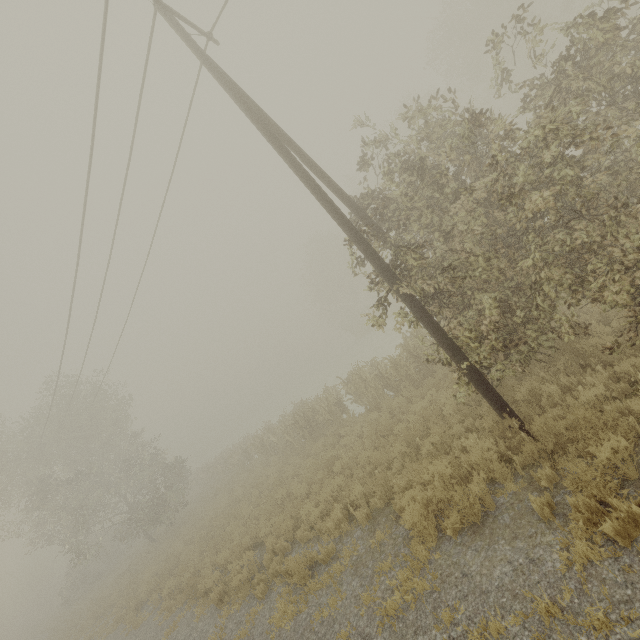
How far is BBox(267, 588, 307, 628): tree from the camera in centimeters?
651cm

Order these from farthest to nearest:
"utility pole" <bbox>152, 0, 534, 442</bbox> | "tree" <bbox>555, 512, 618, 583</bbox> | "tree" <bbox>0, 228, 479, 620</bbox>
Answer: "tree" <bbox>0, 228, 479, 620</bbox> < "utility pole" <bbox>152, 0, 534, 442</bbox> < "tree" <bbox>555, 512, 618, 583</bbox>

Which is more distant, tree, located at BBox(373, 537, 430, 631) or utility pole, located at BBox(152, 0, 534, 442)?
utility pole, located at BBox(152, 0, 534, 442)

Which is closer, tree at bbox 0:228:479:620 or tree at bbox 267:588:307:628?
tree at bbox 267:588:307:628

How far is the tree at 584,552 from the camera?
3.6 meters

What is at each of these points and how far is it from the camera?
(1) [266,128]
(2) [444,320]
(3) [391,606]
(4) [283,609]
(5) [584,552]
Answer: (1) utility pole, 7.0m
(2) tree, 13.3m
(3) tree, 5.0m
(4) tree, 6.8m
(5) tree, 3.7m

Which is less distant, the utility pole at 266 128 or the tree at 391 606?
the tree at 391 606
